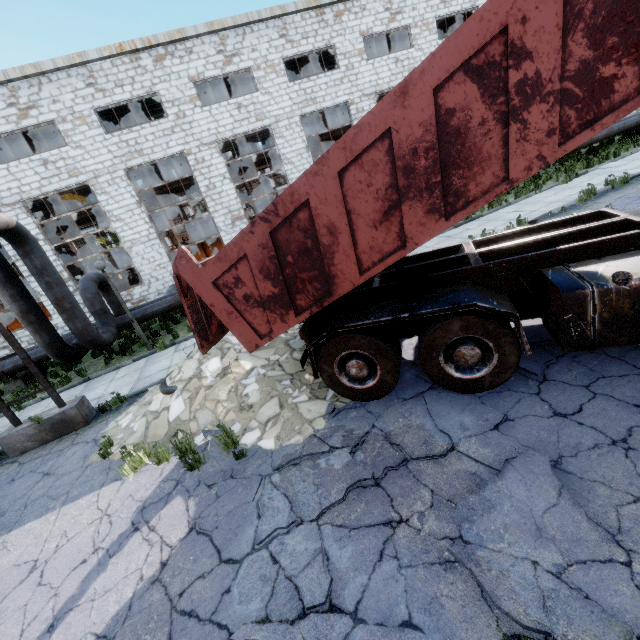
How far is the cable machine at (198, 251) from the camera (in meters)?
19.68

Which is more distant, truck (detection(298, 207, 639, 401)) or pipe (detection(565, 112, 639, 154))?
pipe (detection(565, 112, 639, 154))

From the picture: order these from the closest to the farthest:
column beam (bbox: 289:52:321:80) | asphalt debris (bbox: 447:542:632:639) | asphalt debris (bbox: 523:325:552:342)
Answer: asphalt debris (bbox: 447:542:632:639)
asphalt debris (bbox: 523:325:552:342)
column beam (bbox: 289:52:321:80)

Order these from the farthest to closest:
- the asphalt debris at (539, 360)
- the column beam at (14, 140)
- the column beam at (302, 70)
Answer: the column beam at (302, 70) < the column beam at (14, 140) < the asphalt debris at (539, 360)

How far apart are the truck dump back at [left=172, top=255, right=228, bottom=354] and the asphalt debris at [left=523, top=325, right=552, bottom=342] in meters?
4.2

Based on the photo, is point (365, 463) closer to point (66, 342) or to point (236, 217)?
point (66, 342)

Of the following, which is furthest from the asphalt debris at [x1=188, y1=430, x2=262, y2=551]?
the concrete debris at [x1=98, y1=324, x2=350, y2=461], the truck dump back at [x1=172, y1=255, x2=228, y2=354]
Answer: the truck dump back at [x1=172, y1=255, x2=228, y2=354]

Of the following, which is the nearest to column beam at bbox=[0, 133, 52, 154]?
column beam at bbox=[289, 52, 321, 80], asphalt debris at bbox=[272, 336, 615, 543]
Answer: asphalt debris at bbox=[272, 336, 615, 543]
